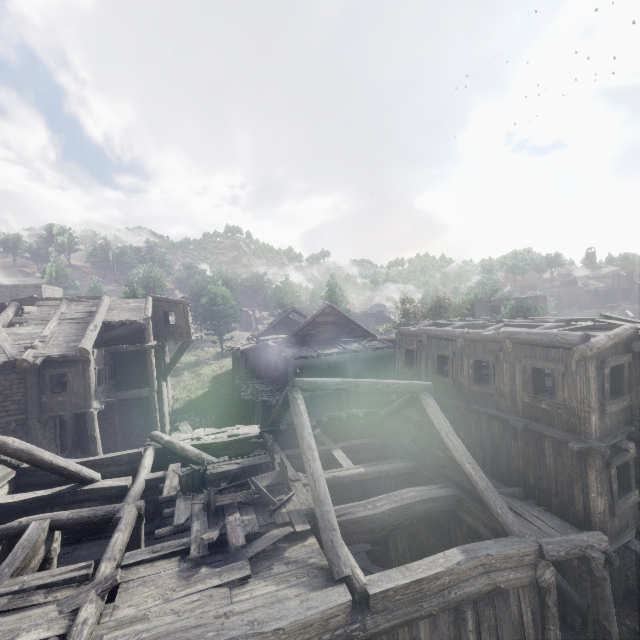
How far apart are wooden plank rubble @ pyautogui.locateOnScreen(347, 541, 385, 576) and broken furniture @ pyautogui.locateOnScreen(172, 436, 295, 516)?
4.8m

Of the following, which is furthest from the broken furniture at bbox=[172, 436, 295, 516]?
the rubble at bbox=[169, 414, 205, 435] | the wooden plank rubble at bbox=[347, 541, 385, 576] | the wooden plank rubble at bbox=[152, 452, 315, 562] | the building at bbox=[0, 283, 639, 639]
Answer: the rubble at bbox=[169, 414, 205, 435]

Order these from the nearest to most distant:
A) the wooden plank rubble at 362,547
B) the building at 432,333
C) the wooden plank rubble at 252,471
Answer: the building at 432,333, the wooden plank rubble at 252,471, the wooden plank rubble at 362,547

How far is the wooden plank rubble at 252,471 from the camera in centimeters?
982cm

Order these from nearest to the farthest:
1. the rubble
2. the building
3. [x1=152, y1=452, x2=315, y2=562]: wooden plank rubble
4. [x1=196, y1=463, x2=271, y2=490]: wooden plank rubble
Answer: the building
[x1=152, y1=452, x2=315, y2=562]: wooden plank rubble
[x1=196, y1=463, x2=271, y2=490]: wooden plank rubble
the rubble

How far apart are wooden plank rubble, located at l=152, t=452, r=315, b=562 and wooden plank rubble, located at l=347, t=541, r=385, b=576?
4.5 meters

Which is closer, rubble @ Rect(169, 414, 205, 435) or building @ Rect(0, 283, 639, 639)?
building @ Rect(0, 283, 639, 639)

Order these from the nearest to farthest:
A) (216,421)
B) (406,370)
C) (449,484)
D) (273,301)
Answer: (449,484)
(406,370)
(216,421)
(273,301)
